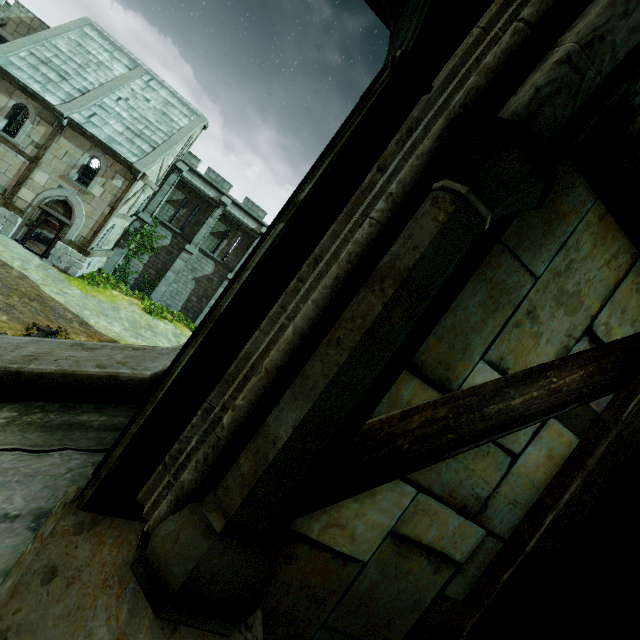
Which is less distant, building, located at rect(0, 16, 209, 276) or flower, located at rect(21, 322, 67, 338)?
flower, located at rect(21, 322, 67, 338)

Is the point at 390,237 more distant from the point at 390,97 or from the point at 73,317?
the point at 73,317

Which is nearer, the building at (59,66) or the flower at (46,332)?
the flower at (46,332)

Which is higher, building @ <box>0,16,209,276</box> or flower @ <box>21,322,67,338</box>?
building @ <box>0,16,209,276</box>

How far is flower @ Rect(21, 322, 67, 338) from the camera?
11.53m
